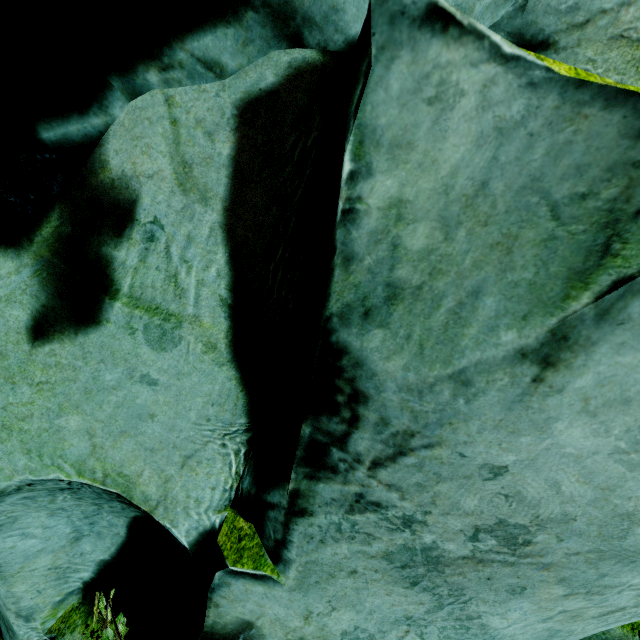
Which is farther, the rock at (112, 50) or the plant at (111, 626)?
the plant at (111, 626)

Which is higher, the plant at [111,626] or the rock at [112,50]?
the rock at [112,50]

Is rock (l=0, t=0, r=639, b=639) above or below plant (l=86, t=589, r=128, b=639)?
above

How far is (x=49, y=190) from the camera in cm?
125

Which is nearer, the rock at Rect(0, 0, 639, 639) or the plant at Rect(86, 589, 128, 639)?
the rock at Rect(0, 0, 639, 639)
